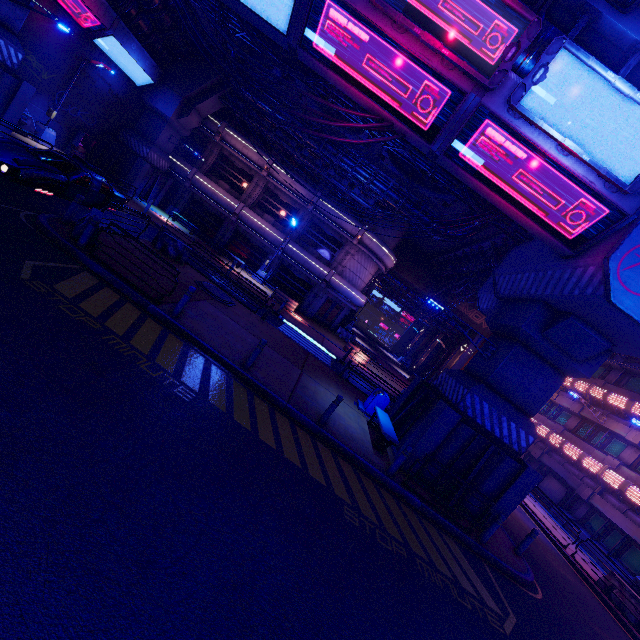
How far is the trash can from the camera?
13.9 meters

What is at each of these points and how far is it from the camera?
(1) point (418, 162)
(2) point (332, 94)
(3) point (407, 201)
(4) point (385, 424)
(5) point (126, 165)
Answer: (1) pipe, 12.7 meters
(2) pipe, 12.6 meters
(3) pipe, 20.9 meters
(4) bench, 11.6 meters
(5) pillar, 24.3 meters

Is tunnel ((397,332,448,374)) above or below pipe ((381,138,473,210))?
below

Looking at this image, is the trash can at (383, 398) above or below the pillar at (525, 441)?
below

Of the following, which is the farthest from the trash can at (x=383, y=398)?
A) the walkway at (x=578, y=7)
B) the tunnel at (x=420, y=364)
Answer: the tunnel at (x=420, y=364)

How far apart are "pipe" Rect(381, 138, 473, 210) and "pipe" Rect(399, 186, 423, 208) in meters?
7.1

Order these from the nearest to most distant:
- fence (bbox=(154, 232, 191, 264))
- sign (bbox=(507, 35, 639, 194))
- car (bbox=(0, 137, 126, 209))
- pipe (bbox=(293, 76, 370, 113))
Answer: sign (bbox=(507, 35, 639, 194)) < car (bbox=(0, 137, 126, 209)) < pipe (bbox=(293, 76, 370, 113)) < fence (bbox=(154, 232, 191, 264))

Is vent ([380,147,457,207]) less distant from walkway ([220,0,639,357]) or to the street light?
walkway ([220,0,639,357])
